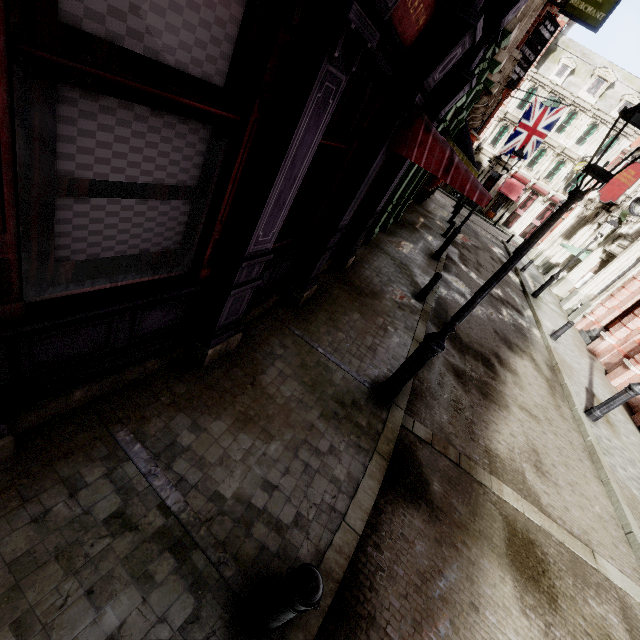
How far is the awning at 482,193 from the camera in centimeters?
459cm

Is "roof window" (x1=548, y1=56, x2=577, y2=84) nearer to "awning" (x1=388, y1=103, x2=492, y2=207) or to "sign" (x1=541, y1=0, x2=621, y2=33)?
"sign" (x1=541, y1=0, x2=621, y2=33)

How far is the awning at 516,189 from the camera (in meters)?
37.62

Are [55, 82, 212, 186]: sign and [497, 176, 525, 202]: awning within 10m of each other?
no

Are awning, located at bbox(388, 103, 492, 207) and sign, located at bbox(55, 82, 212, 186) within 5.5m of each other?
yes

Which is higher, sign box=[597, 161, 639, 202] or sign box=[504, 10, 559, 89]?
sign box=[504, 10, 559, 89]

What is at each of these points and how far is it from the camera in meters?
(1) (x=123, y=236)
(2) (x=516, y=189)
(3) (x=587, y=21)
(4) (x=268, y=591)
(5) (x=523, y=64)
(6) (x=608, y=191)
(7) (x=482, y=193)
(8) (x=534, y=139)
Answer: (1) sign, 2.5
(2) awning, 38.0
(3) sign, 10.9
(4) post, 2.4
(5) sign, 14.3
(6) sign, 20.2
(7) awning, 4.6
(8) flag, 19.9

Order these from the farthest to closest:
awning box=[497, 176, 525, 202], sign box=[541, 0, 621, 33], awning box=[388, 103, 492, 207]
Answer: awning box=[497, 176, 525, 202]
sign box=[541, 0, 621, 33]
awning box=[388, 103, 492, 207]
